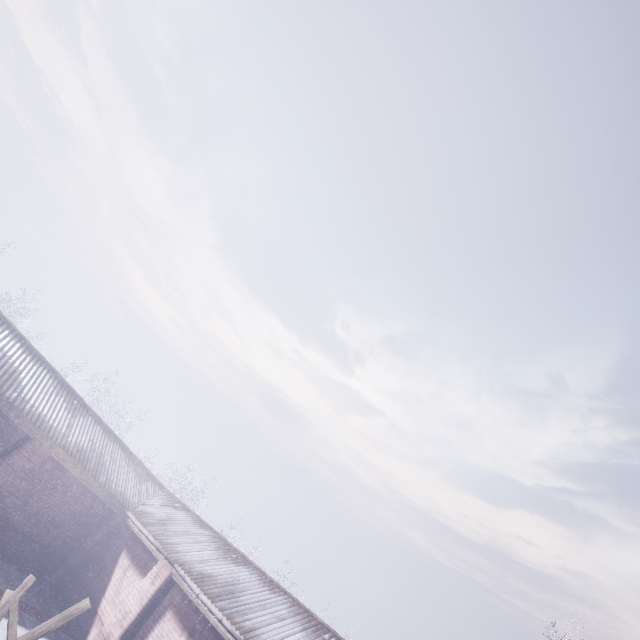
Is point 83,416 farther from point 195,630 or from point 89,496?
point 195,630
